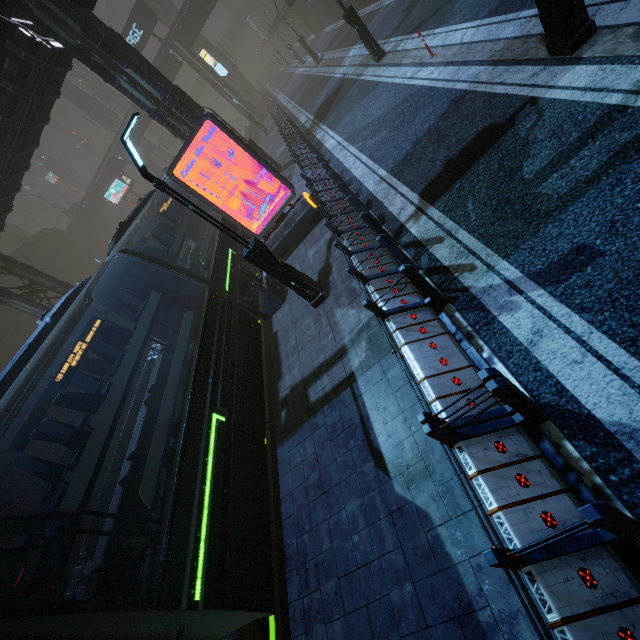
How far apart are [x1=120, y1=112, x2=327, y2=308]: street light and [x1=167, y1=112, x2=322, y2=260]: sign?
3.5m

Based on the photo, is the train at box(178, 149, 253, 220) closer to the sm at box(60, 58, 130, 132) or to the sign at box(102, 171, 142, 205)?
the sm at box(60, 58, 130, 132)

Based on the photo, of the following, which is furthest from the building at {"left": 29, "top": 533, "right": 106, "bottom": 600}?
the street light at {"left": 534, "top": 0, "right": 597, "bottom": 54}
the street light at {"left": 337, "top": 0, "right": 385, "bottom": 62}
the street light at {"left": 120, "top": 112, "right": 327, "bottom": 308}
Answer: the street light at {"left": 337, "top": 0, "right": 385, "bottom": 62}

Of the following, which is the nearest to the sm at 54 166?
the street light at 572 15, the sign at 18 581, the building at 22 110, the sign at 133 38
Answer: the building at 22 110

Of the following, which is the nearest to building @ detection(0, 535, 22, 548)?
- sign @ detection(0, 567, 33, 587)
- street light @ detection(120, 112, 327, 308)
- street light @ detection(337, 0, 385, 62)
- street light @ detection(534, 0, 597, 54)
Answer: sign @ detection(0, 567, 33, 587)

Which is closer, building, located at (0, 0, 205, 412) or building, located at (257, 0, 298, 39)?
building, located at (0, 0, 205, 412)

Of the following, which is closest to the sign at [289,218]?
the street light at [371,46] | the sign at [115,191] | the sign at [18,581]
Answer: the street light at [371,46]

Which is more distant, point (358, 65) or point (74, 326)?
point (74, 326)
